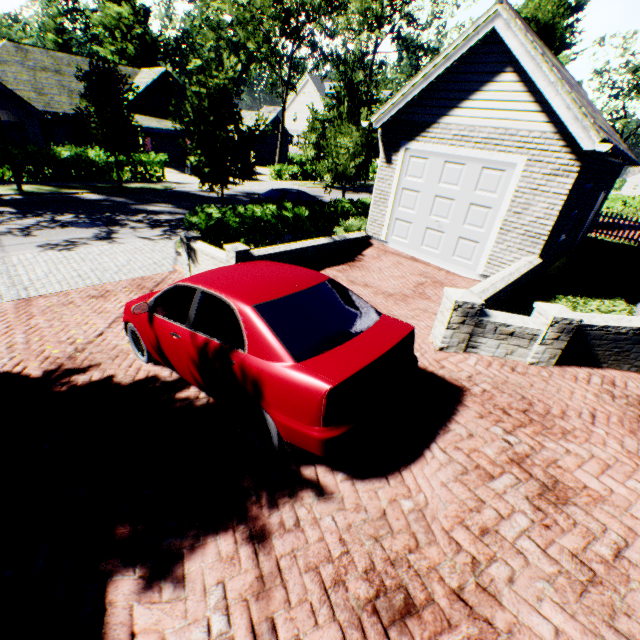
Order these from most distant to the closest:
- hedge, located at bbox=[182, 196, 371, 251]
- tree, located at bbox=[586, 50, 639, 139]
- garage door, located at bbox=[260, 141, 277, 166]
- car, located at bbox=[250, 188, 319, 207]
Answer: garage door, located at bbox=[260, 141, 277, 166] < tree, located at bbox=[586, 50, 639, 139] < car, located at bbox=[250, 188, 319, 207] < hedge, located at bbox=[182, 196, 371, 251]

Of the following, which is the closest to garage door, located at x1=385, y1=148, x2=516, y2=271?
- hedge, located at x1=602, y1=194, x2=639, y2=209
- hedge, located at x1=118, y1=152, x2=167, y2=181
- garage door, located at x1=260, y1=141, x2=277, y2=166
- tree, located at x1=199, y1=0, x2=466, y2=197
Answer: tree, located at x1=199, y1=0, x2=466, y2=197

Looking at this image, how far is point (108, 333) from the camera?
6.3m

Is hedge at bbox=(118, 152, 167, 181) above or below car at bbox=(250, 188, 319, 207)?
below

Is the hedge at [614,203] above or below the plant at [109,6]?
below

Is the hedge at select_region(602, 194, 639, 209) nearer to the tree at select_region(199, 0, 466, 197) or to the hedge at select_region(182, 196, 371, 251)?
the tree at select_region(199, 0, 466, 197)

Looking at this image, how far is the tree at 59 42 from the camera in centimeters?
5147cm

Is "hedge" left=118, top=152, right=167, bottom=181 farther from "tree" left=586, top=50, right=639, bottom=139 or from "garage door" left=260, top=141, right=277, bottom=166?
"garage door" left=260, top=141, right=277, bottom=166
